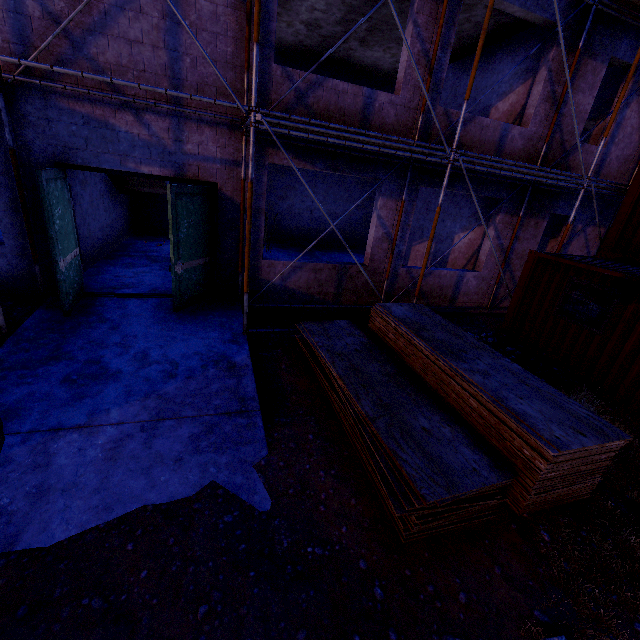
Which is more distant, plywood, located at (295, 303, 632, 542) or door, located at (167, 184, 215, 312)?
door, located at (167, 184, 215, 312)

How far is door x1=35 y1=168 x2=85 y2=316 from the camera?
5.3 meters

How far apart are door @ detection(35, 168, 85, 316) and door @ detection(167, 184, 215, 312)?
1.73m

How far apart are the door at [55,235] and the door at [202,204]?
1.73m

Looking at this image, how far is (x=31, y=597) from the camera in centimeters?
260cm

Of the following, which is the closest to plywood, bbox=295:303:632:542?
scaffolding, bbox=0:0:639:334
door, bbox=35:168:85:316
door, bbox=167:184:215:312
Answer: scaffolding, bbox=0:0:639:334

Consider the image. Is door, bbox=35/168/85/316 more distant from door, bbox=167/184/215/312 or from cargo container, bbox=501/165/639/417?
cargo container, bbox=501/165/639/417

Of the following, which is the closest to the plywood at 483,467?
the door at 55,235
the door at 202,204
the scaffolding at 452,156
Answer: the scaffolding at 452,156
